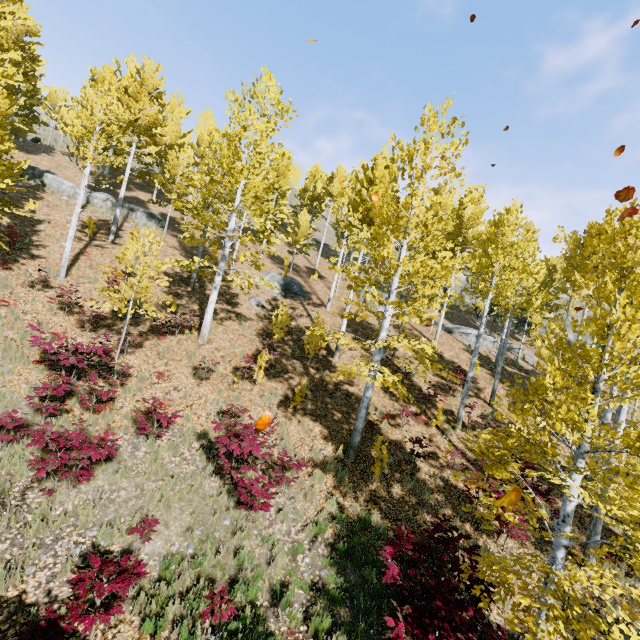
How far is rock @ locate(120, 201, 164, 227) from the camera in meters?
22.9 m

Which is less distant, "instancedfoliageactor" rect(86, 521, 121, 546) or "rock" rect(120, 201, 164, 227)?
"instancedfoliageactor" rect(86, 521, 121, 546)

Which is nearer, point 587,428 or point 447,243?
point 587,428

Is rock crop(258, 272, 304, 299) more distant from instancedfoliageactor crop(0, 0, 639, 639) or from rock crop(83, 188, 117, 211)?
rock crop(83, 188, 117, 211)

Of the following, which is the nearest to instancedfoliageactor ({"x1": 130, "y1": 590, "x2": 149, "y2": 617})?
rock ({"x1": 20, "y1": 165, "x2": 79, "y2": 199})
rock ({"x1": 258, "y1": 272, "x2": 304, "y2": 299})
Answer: rock ({"x1": 20, "y1": 165, "x2": 79, "y2": 199})

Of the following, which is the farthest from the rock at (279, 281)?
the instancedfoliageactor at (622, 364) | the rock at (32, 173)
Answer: the rock at (32, 173)

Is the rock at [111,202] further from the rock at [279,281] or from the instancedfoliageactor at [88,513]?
the rock at [279,281]
